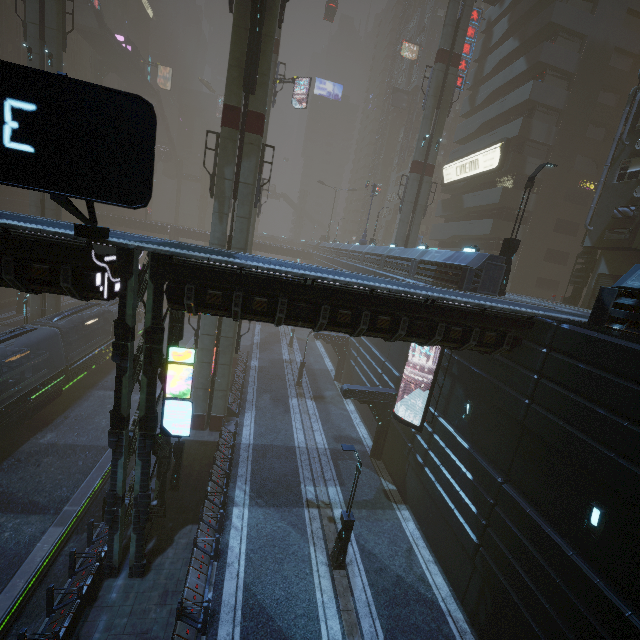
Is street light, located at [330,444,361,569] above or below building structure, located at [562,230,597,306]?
below

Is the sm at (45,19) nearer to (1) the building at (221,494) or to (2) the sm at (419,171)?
(1) the building at (221,494)

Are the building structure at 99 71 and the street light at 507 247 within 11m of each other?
no

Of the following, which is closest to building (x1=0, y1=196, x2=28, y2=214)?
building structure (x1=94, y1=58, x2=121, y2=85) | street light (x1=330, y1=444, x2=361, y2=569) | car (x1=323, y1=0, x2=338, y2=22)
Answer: car (x1=323, y1=0, x2=338, y2=22)

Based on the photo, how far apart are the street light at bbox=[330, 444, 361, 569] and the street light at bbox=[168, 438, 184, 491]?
7.6 meters

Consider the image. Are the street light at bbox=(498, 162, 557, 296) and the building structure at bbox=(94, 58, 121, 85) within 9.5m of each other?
no

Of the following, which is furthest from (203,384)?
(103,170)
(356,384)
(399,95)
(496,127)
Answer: (399,95)

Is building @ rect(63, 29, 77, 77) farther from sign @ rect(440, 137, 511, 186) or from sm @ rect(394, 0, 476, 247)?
sm @ rect(394, 0, 476, 247)
